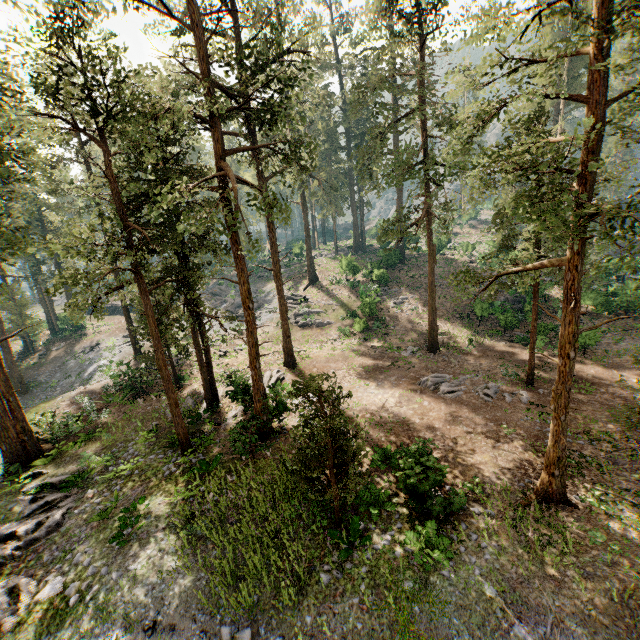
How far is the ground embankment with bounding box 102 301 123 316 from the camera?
51.7m

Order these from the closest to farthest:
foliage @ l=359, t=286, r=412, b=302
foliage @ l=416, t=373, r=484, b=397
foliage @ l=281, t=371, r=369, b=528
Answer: foliage @ l=281, t=371, r=369, b=528, foliage @ l=416, t=373, r=484, b=397, foliage @ l=359, t=286, r=412, b=302

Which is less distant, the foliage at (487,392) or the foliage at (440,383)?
the foliage at (487,392)

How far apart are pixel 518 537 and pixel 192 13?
22.7 meters

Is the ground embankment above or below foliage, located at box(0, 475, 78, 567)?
above

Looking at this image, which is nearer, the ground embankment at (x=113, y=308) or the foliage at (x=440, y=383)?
the foliage at (x=440, y=383)

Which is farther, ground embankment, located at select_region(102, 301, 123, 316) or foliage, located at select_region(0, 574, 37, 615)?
ground embankment, located at select_region(102, 301, 123, 316)

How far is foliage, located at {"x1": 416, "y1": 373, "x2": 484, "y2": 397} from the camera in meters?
19.8 m
